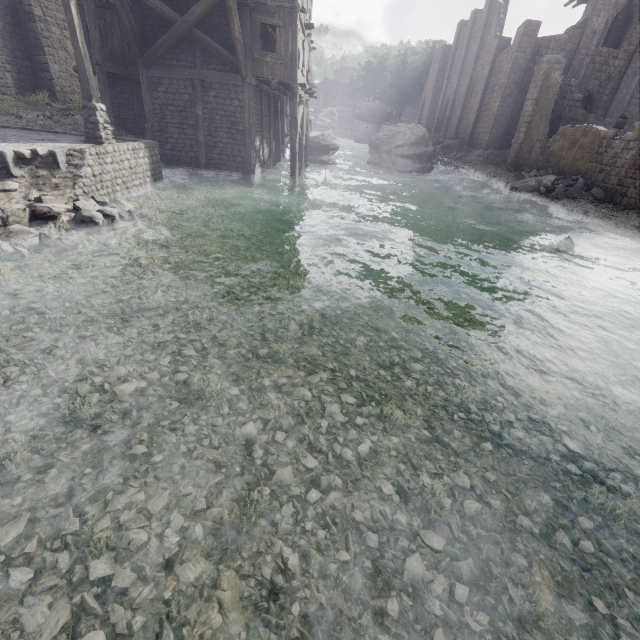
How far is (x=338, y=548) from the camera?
3.2m

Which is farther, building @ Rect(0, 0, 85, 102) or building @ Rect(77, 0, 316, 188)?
building @ Rect(0, 0, 85, 102)

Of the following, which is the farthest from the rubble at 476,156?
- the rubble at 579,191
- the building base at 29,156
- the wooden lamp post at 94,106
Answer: the wooden lamp post at 94,106

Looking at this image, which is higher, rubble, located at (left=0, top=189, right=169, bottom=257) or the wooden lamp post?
the wooden lamp post

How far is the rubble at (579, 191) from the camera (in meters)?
18.11

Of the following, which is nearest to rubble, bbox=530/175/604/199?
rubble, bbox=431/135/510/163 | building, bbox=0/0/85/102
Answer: building, bbox=0/0/85/102

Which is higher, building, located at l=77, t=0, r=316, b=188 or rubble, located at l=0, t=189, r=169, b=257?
building, located at l=77, t=0, r=316, b=188

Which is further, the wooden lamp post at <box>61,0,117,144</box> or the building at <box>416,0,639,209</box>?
the building at <box>416,0,639,209</box>
